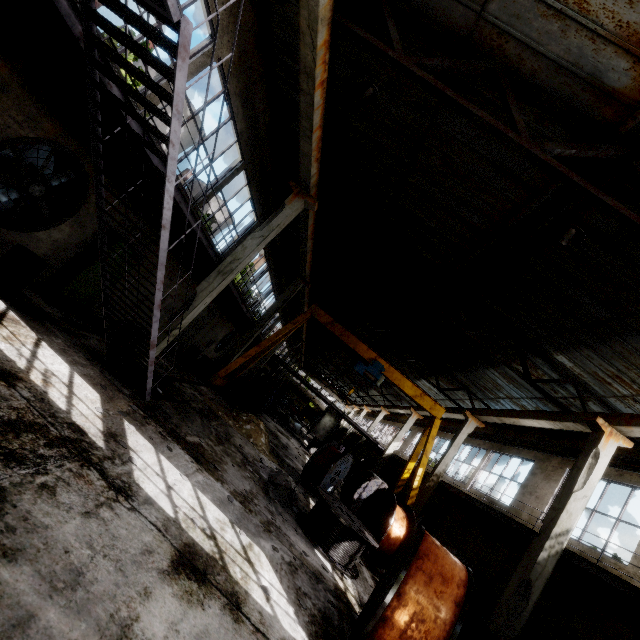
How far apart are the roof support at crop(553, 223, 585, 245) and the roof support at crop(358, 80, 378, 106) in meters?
4.0 m

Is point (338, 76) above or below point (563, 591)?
above

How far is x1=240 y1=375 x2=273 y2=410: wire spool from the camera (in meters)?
19.17

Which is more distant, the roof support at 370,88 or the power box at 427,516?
the power box at 427,516

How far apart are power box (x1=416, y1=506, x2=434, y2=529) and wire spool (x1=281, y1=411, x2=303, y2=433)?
11.28m

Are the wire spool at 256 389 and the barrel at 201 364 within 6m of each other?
yes

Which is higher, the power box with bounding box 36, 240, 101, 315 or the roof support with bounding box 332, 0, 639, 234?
the roof support with bounding box 332, 0, 639, 234

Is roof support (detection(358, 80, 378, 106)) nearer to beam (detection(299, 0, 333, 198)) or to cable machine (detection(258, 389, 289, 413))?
beam (detection(299, 0, 333, 198))
